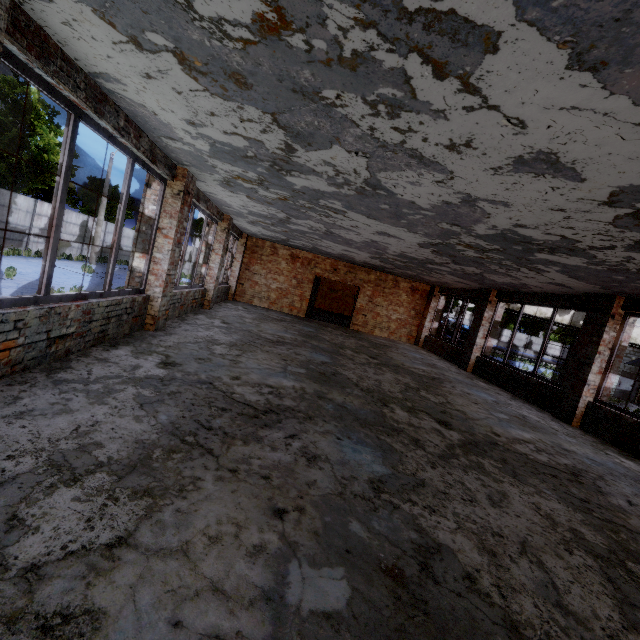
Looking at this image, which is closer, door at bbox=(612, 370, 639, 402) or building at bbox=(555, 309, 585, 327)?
building at bbox=(555, 309, 585, 327)

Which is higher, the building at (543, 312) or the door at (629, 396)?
the building at (543, 312)

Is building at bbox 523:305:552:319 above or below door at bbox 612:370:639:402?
above

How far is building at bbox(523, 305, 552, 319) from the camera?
19.3m

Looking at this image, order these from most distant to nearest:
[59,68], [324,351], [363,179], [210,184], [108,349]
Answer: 1. [324,351]
2. [210,184]
3. [108,349]
4. [363,179]
5. [59,68]
